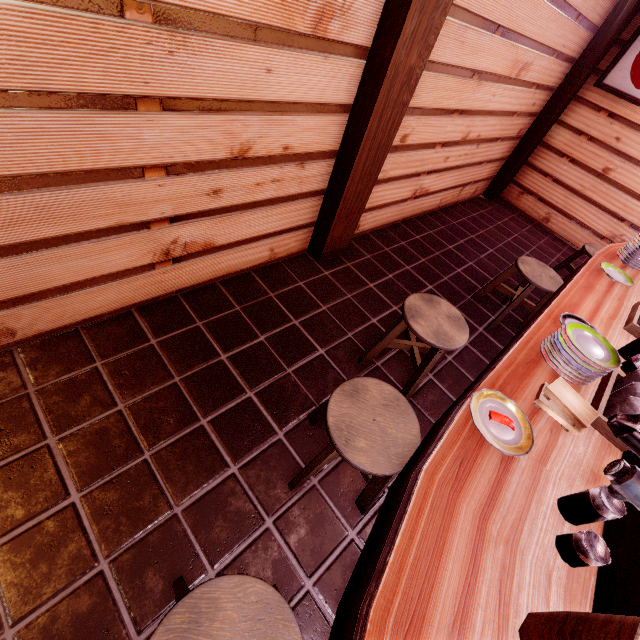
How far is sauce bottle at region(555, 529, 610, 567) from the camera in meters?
1.7 m

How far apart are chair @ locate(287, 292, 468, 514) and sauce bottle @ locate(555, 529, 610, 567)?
1.0m

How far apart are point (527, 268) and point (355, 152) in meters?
3.6

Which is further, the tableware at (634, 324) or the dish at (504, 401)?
the tableware at (634, 324)

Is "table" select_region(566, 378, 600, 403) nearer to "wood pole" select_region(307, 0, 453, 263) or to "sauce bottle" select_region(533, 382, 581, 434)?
"sauce bottle" select_region(533, 382, 581, 434)

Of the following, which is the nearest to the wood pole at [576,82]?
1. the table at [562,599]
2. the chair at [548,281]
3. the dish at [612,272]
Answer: the table at [562,599]

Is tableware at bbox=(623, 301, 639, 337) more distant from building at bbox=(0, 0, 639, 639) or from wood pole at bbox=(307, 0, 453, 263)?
wood pole at bbox=(307, 0, 453, 263)

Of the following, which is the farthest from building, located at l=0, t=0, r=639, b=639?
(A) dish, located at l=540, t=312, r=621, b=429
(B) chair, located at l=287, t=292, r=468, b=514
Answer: (A) dish, located at l=540, t=312, r=621, b=429
